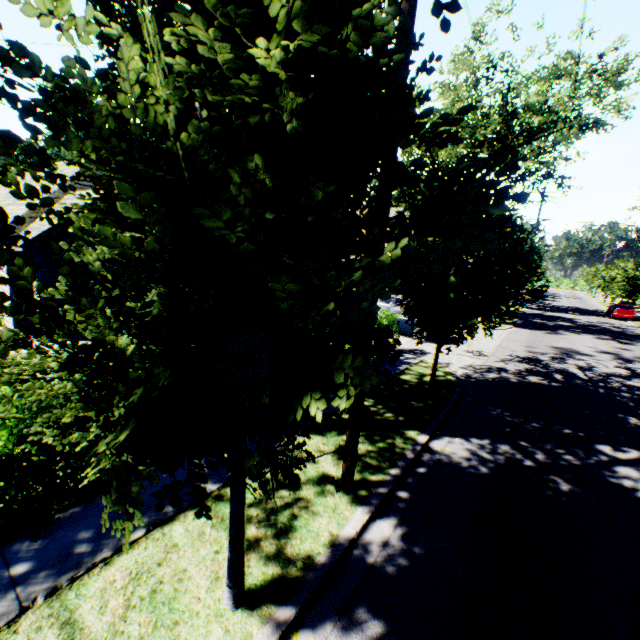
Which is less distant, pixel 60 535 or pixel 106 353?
pixel 106 353

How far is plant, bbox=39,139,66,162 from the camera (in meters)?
48.91

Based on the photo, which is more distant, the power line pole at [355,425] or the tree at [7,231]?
the power line pole at [355,425]

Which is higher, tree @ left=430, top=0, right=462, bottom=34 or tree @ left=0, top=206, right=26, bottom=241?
tree @ left=430, top=0, right=462, bottom=34

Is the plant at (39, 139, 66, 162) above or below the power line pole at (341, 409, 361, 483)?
above

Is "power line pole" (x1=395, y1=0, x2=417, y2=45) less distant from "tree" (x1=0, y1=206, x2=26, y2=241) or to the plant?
"tree" (x1=0, y1=206, x2=26, y2=241)

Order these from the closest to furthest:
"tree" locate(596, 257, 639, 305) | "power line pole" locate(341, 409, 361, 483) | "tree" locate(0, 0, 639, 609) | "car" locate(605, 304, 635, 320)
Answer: "tree" locate(0, 0, 639, 609)
"power line pole" locate(341, 409, 361, 483)
"tree" locate(596, 257, 639, 305)
"car" locate(605, 304, 635, 320)

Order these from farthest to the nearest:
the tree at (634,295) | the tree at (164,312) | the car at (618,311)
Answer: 1. the car at (618,311)
2. the tree at (634,295)
3. the tree at (164,312)
